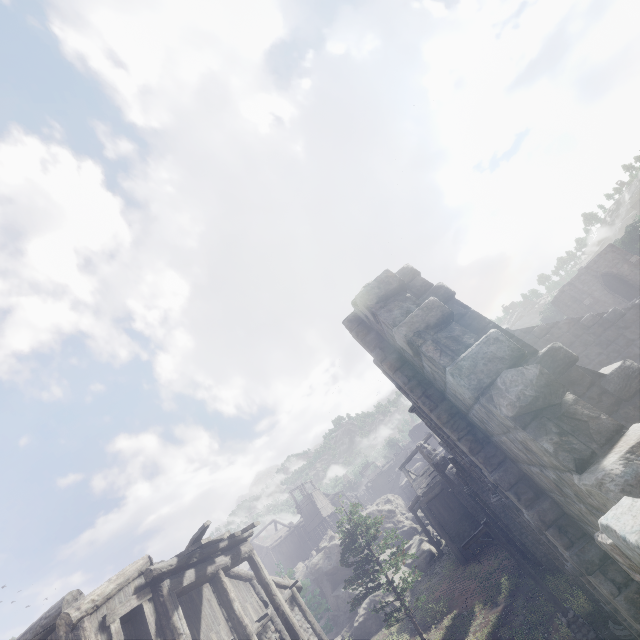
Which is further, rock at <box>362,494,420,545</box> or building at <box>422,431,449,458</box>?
rock at <box>362,494,420,545</box>

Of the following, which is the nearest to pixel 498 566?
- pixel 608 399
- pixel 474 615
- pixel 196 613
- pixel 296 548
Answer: pixel 474 615

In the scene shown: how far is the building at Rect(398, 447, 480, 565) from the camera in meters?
25.7 m

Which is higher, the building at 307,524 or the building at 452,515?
the building at 307,524

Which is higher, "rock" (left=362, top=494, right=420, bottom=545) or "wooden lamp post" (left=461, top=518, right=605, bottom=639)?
"rock" (left=362, top=494, right=420, bottom=545)

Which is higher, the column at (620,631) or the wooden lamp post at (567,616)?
the wooden lamp post at (567,616)

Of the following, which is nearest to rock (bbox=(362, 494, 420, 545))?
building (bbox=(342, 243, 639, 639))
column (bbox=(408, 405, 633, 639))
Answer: building (bbox=(342, 243, 639, 639))

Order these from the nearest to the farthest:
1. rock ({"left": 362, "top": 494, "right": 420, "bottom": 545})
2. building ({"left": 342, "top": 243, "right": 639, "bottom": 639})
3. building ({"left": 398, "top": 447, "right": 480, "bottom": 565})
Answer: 1. building ({"left": 342, "top": 243, "right": 639, "bottom": 639})
2. building ({"left": 398, "top": 447, "right": 480, "bottom": 565})
3. rock ({"left": 362, "top": 494, "right": 420, "bottom": 545})
